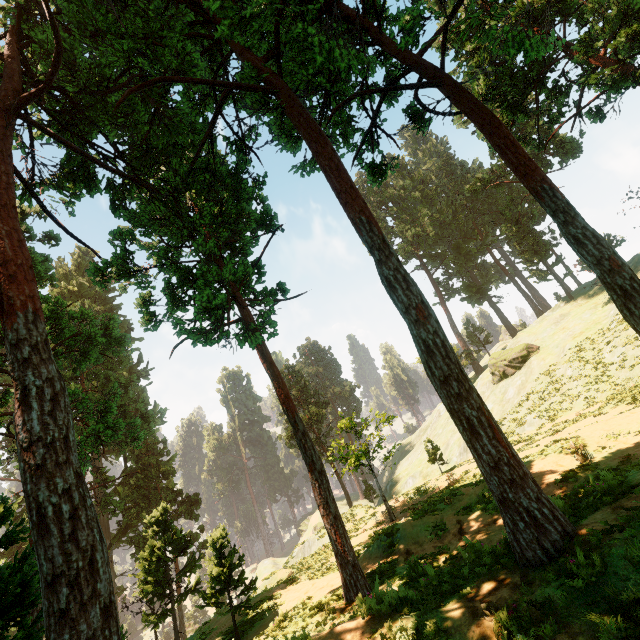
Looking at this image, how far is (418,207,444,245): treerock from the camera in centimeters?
5678cm

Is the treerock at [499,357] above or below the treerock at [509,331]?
below

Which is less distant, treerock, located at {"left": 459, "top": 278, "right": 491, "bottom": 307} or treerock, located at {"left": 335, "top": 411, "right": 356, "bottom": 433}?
treerock, located at {"left": 335, "top": 411, "right": 356, "bottom": 433}

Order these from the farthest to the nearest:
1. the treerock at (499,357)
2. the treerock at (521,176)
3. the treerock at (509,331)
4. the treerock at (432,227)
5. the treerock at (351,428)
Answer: the treerock at (509,331) → the treerock at (432,227) → the treerock at (499,357) → the treerock at (351,428) → the treerock at (521,176)

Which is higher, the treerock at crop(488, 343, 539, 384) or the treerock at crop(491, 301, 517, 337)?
the treerock at crop(491, 301, 517, 337)

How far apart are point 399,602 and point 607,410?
17.39m
